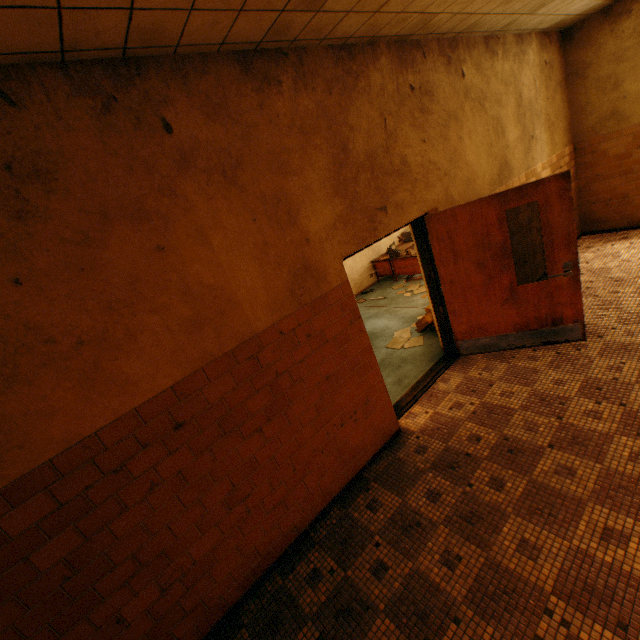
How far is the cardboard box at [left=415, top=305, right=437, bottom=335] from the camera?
5.6 meters

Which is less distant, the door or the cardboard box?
the door

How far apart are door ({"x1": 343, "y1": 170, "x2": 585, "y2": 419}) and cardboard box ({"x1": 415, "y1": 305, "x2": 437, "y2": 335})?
0.45m

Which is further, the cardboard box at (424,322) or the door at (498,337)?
the cardboard box at (424,322)

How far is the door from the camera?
3.7 meters

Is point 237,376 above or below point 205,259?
below

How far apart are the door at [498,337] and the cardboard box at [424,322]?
0.45m
